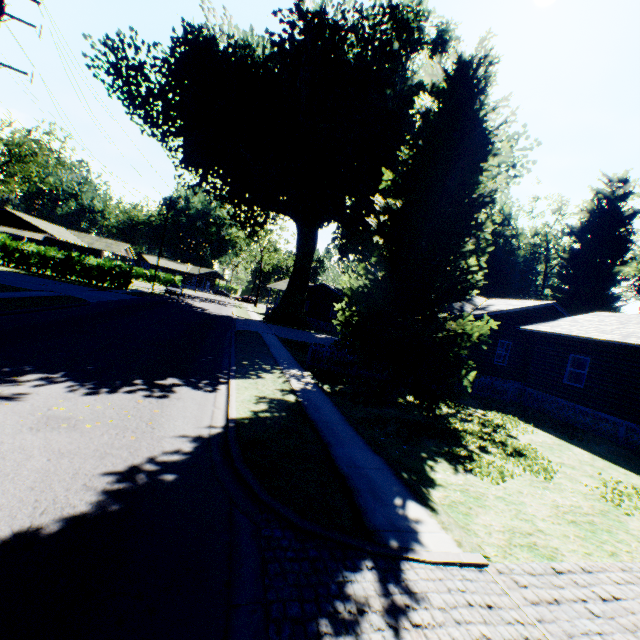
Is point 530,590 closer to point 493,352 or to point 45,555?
point 45,555

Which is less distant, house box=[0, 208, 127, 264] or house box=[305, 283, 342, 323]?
house box=[0, 208, 127, 264]

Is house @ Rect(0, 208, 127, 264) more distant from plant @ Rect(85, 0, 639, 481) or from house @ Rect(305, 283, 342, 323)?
house @ Rect(305, 283, 342, 323)

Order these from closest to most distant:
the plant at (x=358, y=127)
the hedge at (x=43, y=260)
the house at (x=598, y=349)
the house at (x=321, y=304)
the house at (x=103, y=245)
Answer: the plant at (x=358, y=127) < the house at (x=598, y=349) < the hedge at (x=43, y=260) < the house at (x=103, y=245) < the house at (x=321, y=304)

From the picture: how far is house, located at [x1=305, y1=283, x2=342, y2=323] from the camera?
47.45m

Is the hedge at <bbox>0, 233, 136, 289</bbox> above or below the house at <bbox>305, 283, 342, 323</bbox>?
below

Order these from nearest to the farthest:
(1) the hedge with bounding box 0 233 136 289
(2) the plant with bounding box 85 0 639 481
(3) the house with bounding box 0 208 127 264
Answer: (2) the plant with bounding box 85 0 639 481 → (1) the hedge with bounding box 0 233 136 289 → (3) the house with bounding box 0 208 127 264

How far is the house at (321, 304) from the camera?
47.4m
